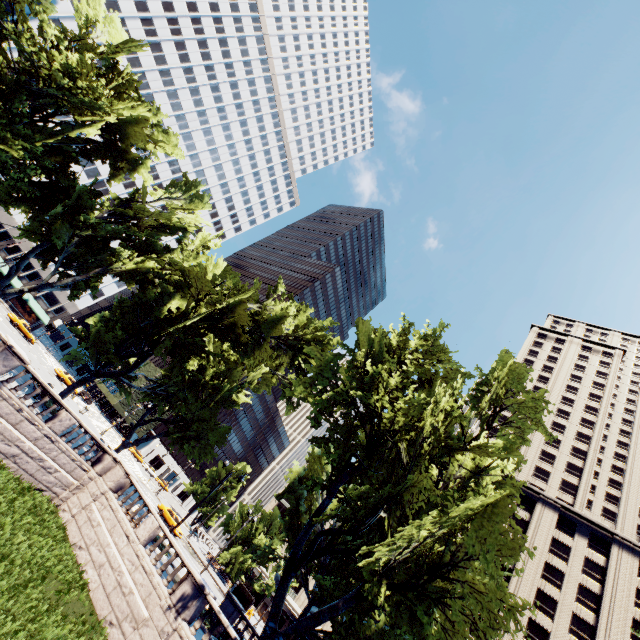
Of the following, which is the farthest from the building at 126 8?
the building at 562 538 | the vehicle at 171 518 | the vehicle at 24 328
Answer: the building at 562 538

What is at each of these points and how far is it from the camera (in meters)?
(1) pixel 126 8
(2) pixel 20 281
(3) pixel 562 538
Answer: (1) building, 59.25
(2) building, 59.81
(3) building, 50.88

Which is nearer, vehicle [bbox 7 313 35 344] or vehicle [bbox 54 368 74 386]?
vehicle [bbox 7 313 35 344]

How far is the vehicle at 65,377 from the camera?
48.9 meters

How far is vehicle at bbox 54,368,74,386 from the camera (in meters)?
48.91

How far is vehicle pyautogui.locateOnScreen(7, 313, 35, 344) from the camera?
45.8m

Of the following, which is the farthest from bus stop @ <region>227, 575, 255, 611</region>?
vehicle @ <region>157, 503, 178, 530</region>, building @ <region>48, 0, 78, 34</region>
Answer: building @ <region>48, 0, 78, 34</region>

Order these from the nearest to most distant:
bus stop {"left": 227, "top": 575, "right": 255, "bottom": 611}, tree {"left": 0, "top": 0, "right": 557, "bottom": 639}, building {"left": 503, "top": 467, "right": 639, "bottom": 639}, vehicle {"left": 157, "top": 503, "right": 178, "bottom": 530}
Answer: tree {"left": 0, "top": 0, "right": 557, "bottom": 639}, vehicle {"left": 157, "top": 503, "right": 178, "bottom": 530}, bus stop {"left": 227, "top": 575, "right": 255, "bottom": 611}, building {"left": 503, "top": 467, "right": 639, "bottom": 639}
